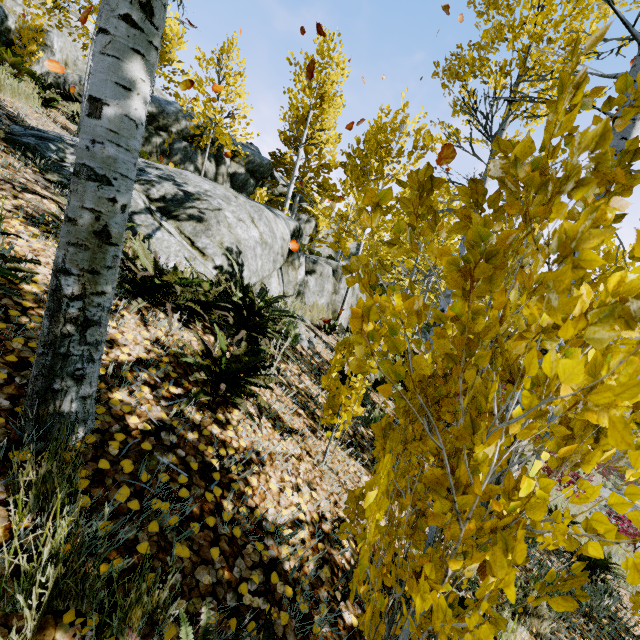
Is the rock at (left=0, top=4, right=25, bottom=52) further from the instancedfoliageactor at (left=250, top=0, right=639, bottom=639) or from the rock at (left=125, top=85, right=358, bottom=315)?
the rock at (left=125, top=85, right=358, bottom=315)

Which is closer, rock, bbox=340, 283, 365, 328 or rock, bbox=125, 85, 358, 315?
rock, bbox=125, 85, 358, 315

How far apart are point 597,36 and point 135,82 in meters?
1.5 m

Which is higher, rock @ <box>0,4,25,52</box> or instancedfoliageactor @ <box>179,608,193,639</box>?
rock @ <box>0,4,25,52</box>

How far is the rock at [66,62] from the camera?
11.5 meters

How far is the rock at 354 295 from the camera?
11.5m

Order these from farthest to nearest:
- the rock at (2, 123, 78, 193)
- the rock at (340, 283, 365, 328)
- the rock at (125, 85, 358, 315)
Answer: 1. the rock at (340, 283, 365, 328)
2. the rock at (125, 85, 358, 315)
3. the rock at (2, 123, 78, 193)

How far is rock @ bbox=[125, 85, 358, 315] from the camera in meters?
4.3
